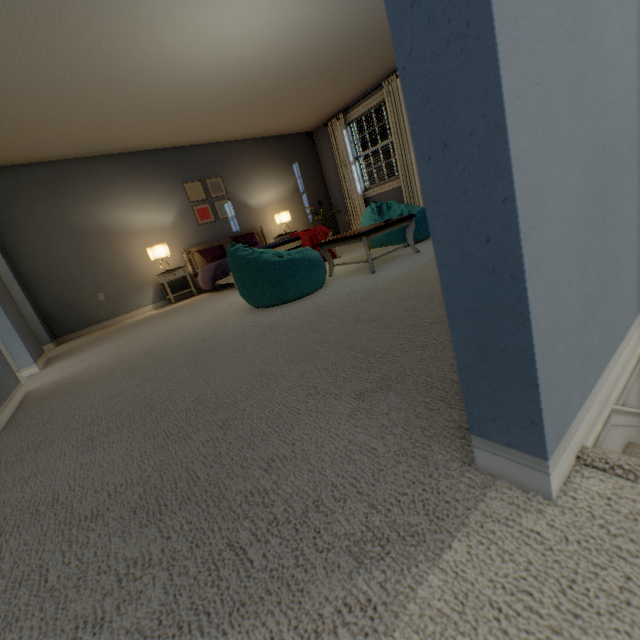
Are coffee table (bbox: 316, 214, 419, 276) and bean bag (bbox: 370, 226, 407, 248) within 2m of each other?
yes

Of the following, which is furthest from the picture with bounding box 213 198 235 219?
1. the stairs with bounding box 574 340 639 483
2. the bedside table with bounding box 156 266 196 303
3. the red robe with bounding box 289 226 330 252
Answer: the stairs with bounding box 574 340 639 483

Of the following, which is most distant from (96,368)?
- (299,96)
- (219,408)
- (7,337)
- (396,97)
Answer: (396,97)

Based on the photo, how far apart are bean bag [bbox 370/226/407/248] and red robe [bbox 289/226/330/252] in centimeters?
61cm

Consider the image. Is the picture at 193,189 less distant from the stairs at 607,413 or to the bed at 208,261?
the bed at 208,261

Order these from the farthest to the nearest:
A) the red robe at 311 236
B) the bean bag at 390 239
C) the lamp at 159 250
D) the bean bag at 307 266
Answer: the lamp at 159 250, the red robe at 311 236, the bean bag at 390 239, the bean bag at 307 266

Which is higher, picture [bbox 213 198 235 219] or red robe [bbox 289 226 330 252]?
picture [bbox 213 198 235 219]

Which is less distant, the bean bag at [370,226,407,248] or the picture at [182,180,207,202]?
the bean bag at [370,226,407,248]
